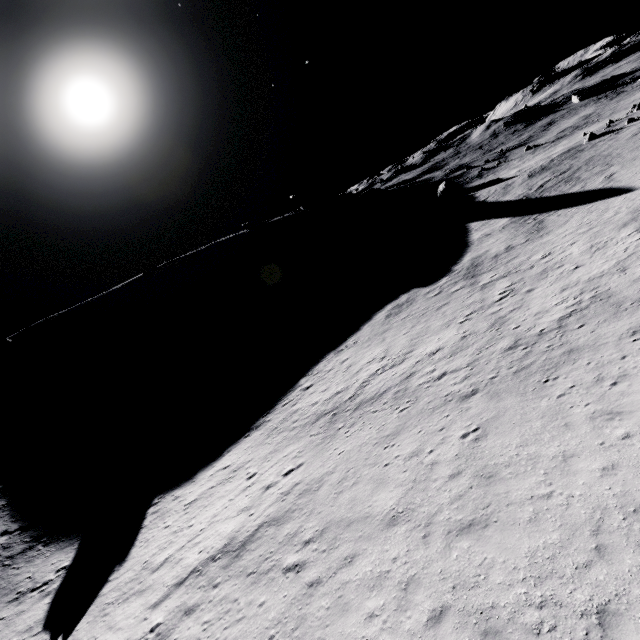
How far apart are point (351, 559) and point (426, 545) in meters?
2.6
